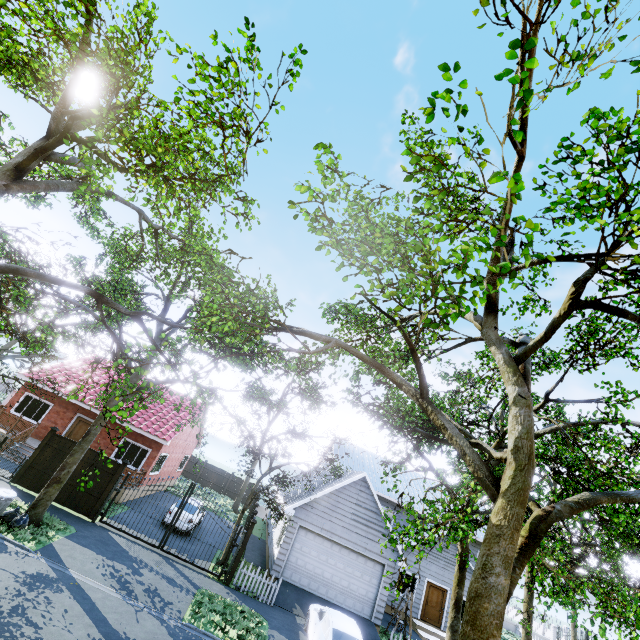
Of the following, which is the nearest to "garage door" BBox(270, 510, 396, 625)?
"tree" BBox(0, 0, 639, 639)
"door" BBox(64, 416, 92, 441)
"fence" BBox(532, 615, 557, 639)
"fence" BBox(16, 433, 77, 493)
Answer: "tree" BBox(0, 0, 639, 639)

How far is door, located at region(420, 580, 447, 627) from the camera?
20.4 meters

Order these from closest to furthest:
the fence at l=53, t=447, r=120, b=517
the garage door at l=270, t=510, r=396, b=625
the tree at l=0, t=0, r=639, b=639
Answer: the tree at l=0, t=0, r=639, b=639 → the fence at l=53, t=447, r=120, b=517 → the garage door at l=270, t=510, r=396, b=625

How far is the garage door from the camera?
16.1m

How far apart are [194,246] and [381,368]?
7.7m

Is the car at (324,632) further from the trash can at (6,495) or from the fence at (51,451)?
the trash can at (6,495)

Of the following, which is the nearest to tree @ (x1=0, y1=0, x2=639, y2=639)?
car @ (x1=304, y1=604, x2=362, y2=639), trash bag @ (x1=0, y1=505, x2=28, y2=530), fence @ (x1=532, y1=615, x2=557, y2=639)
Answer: trash bag @ (x1=0, y1=505, x2=28, y2=530)

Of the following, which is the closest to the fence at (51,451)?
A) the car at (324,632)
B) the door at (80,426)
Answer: the car at (324,632)
